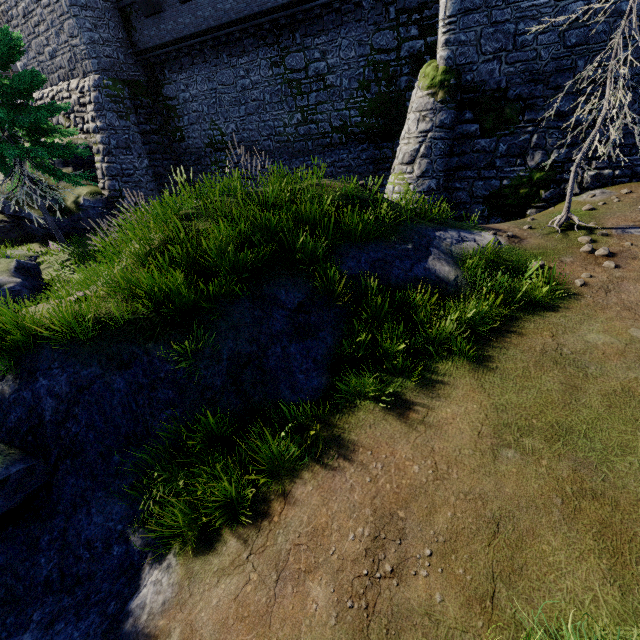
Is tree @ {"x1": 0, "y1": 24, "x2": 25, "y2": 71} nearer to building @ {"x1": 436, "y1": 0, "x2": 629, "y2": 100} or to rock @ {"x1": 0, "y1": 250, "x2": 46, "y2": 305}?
rock @ {"x1": 0, "y1": 250, "x2": 46, "y2": 305}

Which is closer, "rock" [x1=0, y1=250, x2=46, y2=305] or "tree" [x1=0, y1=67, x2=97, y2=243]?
"rock" [x1=0, y1=250, x2=46, y2=305]

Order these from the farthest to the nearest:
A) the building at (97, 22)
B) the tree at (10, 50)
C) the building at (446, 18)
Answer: the building at (97, 22) < the tree at (10, 50) < the building at (446, 18)

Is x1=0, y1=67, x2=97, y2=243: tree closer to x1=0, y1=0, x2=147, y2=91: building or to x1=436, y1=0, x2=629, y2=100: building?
x1=0, y1=0, x2=147, y2=91: building

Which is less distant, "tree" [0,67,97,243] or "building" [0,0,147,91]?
"tree" [0,67,97,243]

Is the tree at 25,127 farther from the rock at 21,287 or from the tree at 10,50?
the rock at 21,287

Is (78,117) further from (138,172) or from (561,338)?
(561,338)

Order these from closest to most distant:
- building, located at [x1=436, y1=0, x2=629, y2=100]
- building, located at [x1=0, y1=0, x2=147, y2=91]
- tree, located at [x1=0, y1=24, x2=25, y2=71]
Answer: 1. building, located at [x1=436, y1=0, x2=629, y2=100]
2. tree, located at [x1=0, y1=24, x2=25, y2=71]
3. building, located at [x1=0, y1=0, x2=147, y2=91]
